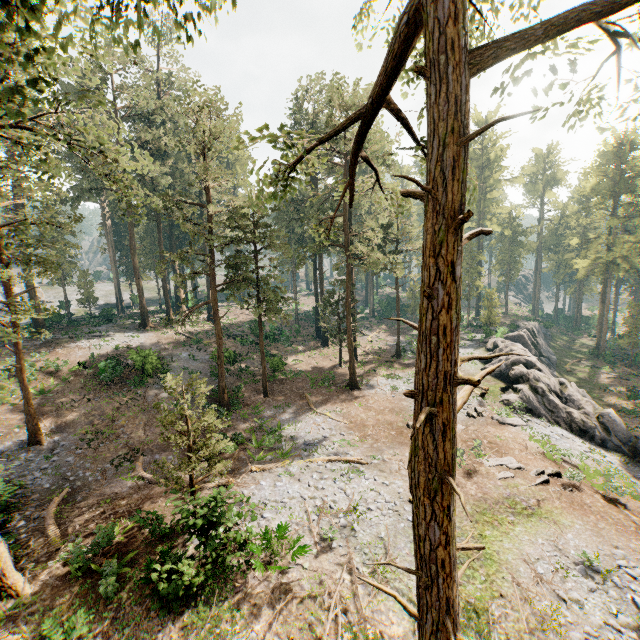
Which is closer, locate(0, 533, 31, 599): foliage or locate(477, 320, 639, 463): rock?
locate(0, 533, 31, 599): foliage

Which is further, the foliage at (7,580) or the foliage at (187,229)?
the foliage at (7,580)

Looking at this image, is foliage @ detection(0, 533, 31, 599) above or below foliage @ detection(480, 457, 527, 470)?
above

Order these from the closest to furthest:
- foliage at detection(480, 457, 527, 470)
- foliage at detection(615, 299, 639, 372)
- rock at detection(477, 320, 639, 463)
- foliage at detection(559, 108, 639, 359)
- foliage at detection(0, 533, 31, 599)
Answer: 1. foliage at detection(0, 533, 31, 599)
2. foliage at detection(480, 457, 527, 470)
3. rock at detection(477, 320, 639, 463)
4. foliage at detection(615, 299, 639, 372)
5. foliage at detection(559, 108, 639, 359)

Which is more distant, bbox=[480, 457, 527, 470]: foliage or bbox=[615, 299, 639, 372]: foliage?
bbox=[615, 299, 639, 372]: foliage

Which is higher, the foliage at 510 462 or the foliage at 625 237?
the foliage at 625 237

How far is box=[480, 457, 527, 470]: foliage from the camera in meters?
17.3

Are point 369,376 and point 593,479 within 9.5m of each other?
no
